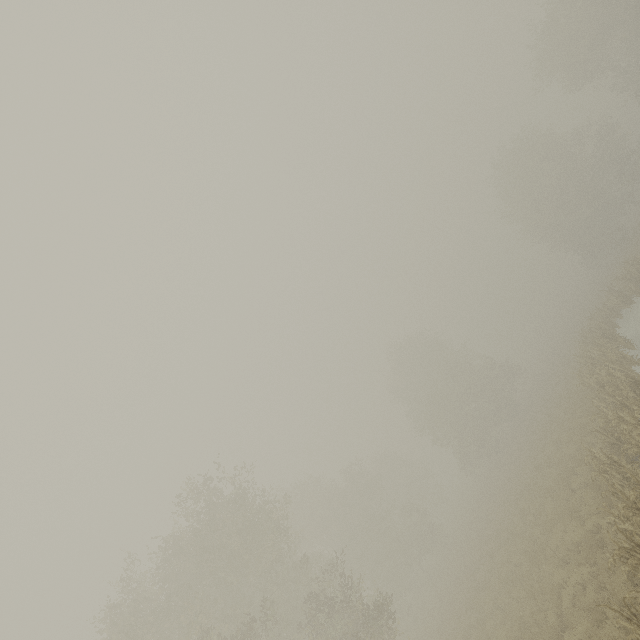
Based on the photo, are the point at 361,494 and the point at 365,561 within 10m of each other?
yes
